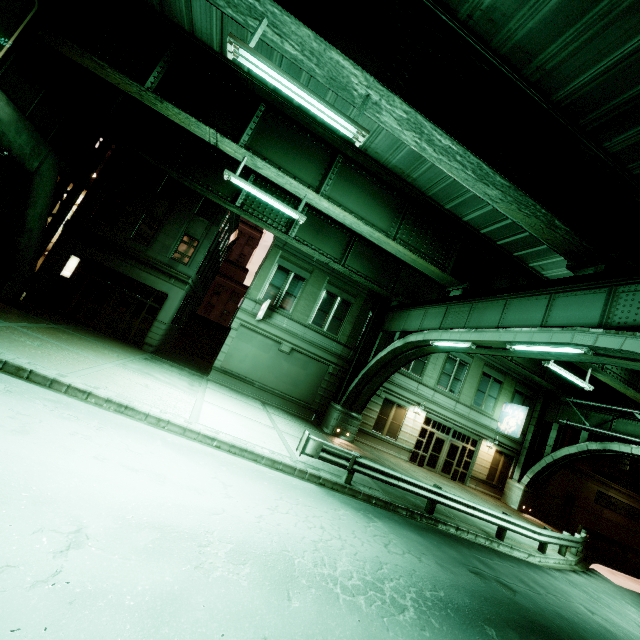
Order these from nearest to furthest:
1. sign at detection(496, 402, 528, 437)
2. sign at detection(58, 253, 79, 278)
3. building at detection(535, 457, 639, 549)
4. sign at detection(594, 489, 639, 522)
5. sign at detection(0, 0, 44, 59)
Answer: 1. sign at detection(0, 0, 44, 59)
2. sign at detection(58, 253, 79, 278)
3. sign at detection(496, 402, 528, 437)
4. building at detection(535, 457, 639, 549)
5. sign at detection(594, 489, 639, 522)

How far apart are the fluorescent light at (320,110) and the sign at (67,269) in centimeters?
1696cm

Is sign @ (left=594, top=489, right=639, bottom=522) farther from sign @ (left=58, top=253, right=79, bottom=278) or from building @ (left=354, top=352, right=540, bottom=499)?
sign @ (left=58, top=253, right=79, bottom=278)

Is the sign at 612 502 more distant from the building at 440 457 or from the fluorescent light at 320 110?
the fluorescent light at 320 110

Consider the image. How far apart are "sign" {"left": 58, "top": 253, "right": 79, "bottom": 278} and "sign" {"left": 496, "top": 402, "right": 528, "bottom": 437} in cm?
3081

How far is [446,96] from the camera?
8.15m

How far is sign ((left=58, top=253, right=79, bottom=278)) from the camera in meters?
18.2 m

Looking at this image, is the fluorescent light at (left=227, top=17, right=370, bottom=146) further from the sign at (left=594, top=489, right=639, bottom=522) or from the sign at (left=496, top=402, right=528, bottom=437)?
the sign at (left=594, top=489, right=639, bottom=522)
